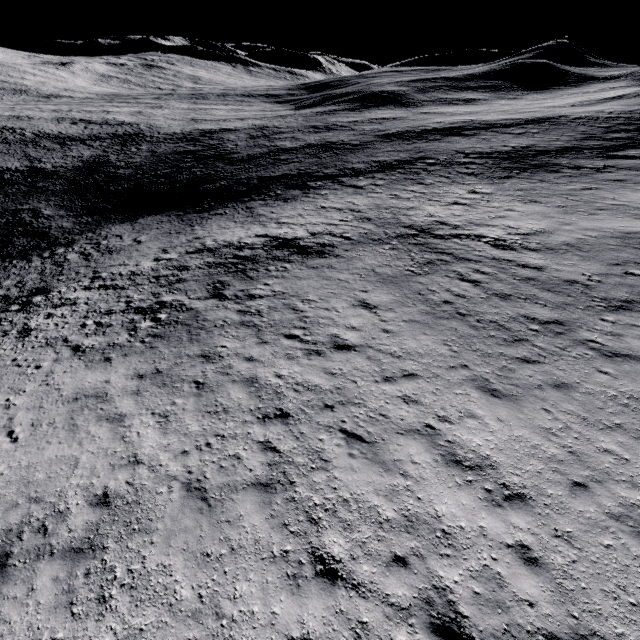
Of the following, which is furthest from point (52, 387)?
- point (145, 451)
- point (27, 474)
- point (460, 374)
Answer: point (460, 374)
